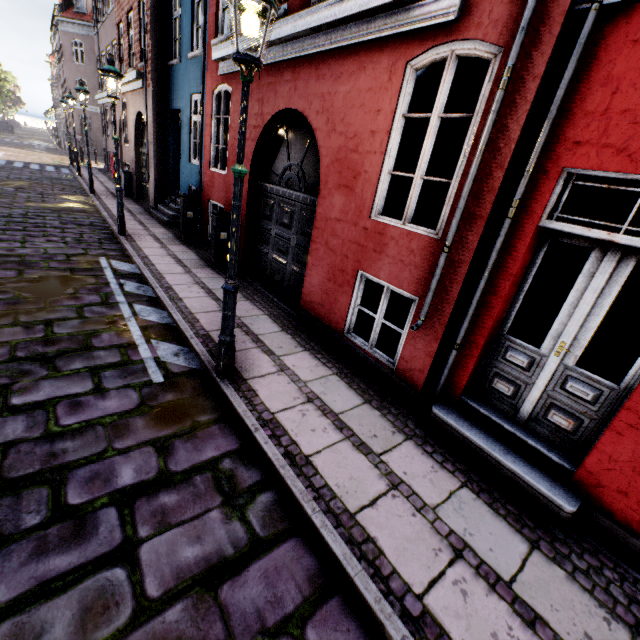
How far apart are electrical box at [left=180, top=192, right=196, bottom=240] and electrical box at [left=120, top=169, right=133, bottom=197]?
7.2m

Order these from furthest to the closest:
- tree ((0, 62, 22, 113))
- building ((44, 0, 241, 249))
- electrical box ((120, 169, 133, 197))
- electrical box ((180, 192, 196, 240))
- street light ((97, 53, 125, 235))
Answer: tree ((0, 62, 22, 113)), electrical box ((120, 169, 133, 197)), electrical box ((180, 192, 196, 240)), building ((44, 0, 241, 249)), street light ((97, 53, 125, 235))

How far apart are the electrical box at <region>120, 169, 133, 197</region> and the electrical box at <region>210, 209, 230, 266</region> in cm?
959

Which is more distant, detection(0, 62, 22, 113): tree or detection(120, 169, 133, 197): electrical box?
detection(0, 62, 22, 113): tree

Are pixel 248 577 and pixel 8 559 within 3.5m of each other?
yes

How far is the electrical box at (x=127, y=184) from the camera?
14.0 meters

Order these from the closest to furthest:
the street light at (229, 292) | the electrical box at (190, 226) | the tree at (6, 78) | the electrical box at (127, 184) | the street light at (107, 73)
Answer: the street light at (229, 292)
the street light at (107, 73)
the electrical box at (190, 226)
the electrical box at (127, 184)
the tree at (6, 78)

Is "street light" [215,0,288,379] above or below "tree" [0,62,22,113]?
below
